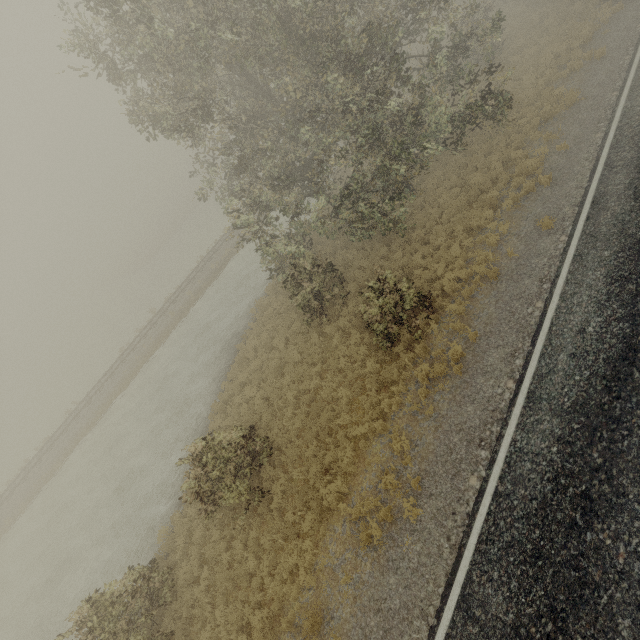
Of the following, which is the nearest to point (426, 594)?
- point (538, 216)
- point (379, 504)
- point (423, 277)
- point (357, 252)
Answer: point (379, 504)
